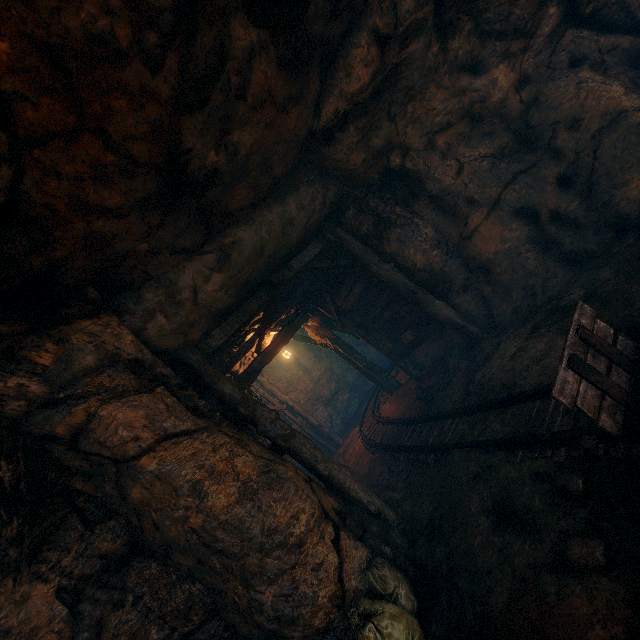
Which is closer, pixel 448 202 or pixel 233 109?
pixel 233 109

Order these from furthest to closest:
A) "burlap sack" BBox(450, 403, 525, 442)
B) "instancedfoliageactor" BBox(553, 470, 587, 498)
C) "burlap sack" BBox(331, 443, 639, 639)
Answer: "burlap sack" BBox(450, 403, 525, 442), "instancedfoliageactor" BBox(553, 470, 587, 498), "burlap sack" BBox(331, 443, 639, 639)

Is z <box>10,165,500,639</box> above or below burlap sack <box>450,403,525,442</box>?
above

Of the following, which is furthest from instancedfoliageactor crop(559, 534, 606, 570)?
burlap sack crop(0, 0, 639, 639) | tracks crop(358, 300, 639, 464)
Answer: tracks crop(358, 300, 639, 464)

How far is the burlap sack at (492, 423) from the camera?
4.1m

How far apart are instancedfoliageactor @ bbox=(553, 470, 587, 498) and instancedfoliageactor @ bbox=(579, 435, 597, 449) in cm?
25

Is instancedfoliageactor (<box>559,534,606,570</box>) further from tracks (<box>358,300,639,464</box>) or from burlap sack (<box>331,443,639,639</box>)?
tracks (<box>358,300,639,464</box>)

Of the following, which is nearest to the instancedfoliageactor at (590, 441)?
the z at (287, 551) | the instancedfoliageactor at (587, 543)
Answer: the instancedfoliageactor at (587, 543)
